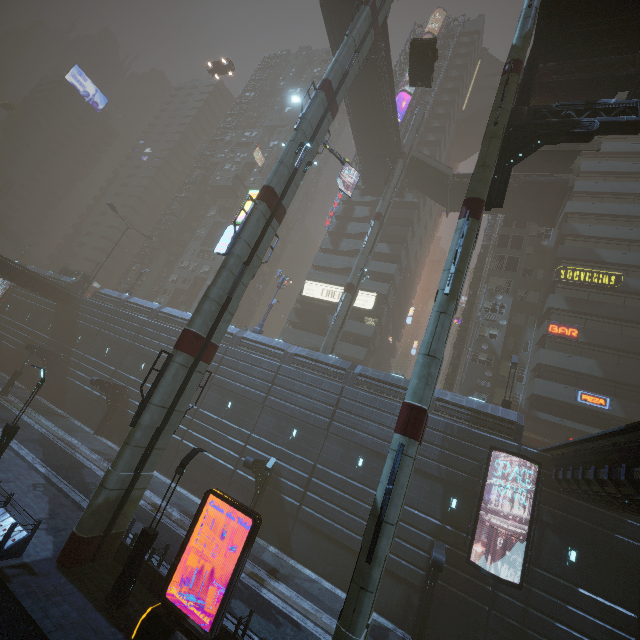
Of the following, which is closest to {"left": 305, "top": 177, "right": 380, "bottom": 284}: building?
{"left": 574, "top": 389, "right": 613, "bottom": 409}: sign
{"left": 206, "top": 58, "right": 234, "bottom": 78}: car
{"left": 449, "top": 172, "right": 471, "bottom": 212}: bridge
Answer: {"left": 574, "top": 389, "right": 613, "bottom": 409}: sign

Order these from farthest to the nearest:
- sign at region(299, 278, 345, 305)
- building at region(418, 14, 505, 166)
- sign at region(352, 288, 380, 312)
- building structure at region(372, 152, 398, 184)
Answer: building at region(418, 14, 505, 166) → sign at region(299, 278, 345, 305) → sign at region(352, 288, 380, 312) → building structure at region(372, 152, 398, 184)

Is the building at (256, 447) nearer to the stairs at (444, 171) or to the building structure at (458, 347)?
the building structure at (458, 347)

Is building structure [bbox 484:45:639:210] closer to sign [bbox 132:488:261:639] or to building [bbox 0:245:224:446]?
building [bbox 0:245:224:446]

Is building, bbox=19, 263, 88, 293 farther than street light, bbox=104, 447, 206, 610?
Yes

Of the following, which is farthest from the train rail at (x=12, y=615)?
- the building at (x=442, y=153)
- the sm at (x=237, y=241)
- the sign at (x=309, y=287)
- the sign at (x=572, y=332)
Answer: the sign at (x=572, y=332)

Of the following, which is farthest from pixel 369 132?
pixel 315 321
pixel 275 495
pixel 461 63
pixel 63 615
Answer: pixel 63 615

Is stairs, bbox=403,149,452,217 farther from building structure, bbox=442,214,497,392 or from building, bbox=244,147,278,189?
building structure, bbox=442,214,497,392
